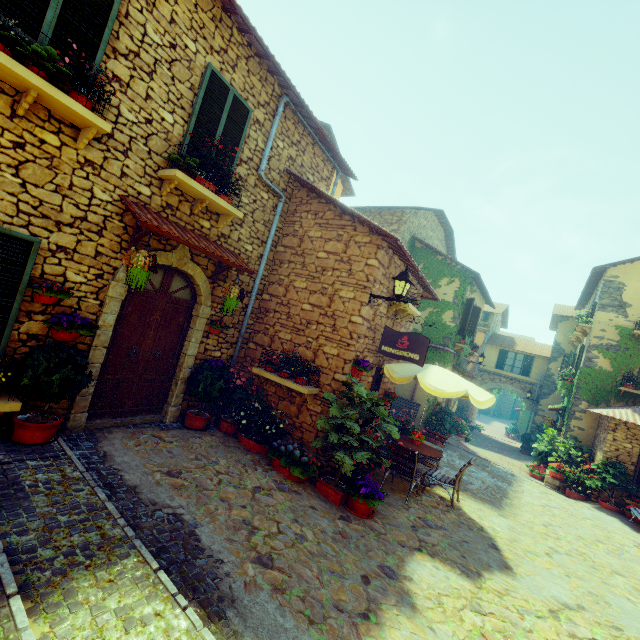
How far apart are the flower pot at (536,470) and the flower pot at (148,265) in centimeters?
1615cm

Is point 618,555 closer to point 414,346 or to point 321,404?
point 414,346

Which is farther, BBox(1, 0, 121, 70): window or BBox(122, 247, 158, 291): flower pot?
BBox(122, 247, 158, 291): flower pot

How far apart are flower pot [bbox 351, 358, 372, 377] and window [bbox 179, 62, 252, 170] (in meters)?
4.43

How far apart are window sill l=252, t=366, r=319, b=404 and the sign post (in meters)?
1.48

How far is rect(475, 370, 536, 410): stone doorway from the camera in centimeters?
2216cm

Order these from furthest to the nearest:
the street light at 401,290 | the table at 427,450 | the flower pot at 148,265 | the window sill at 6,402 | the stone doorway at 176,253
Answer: the table at 427,450 < the street light at 401,290 < the stone doorway at 176,253 < the flower pot at 148,265 < the window sill at 6,402

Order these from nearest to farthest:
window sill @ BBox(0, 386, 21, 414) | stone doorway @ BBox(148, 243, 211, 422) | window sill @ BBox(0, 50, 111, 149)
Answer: window sill @ BBox(0, 50, 111, 149), window sill @ BBox(0, 386, 21, 414), stone doorway @ BBox(148, 243, 211, 422)
